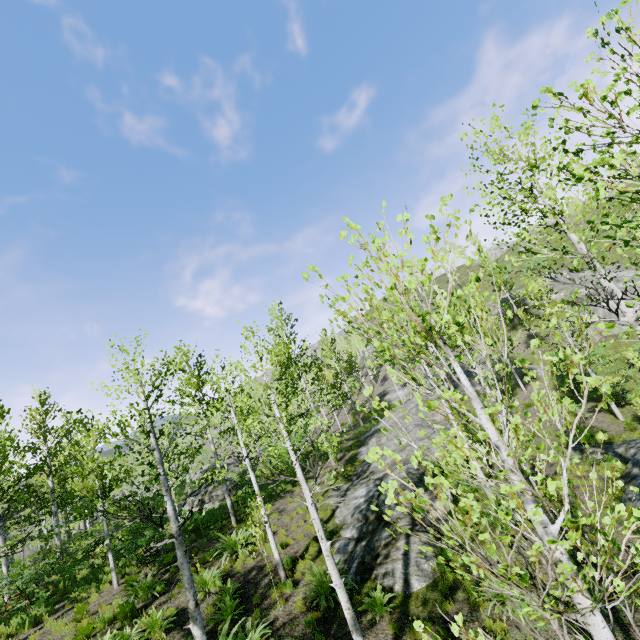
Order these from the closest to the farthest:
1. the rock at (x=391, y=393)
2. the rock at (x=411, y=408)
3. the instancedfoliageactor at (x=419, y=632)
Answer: the instancedfoliageactor at (x=419, y=632), the rock at (x=411, y=408), the rock at (x=391, y=393)

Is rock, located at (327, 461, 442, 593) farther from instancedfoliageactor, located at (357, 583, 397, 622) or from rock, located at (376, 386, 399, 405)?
rock, located at (376, 386, 399, 405)

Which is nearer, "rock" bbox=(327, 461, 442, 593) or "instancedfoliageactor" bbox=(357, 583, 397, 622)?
"instancedfoliageactor" bbox=(357, 583, 397, 622)

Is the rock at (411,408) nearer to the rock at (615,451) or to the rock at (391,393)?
the rock at (391,393)

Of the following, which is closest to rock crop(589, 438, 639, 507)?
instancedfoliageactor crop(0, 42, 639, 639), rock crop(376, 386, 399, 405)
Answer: instancedfoliageactor crop(0, 42, 639, 639)

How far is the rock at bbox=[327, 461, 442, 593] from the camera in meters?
9.3 m

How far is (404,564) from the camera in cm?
952
